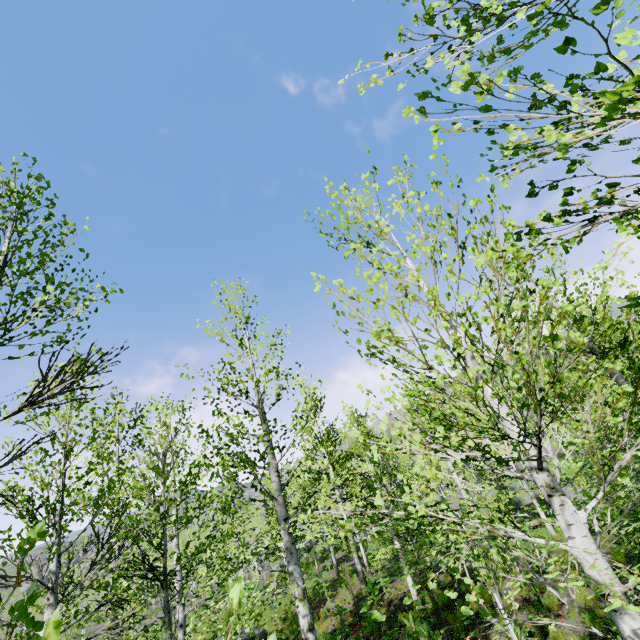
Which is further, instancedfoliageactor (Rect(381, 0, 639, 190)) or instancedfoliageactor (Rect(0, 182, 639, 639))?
instancedfoliageactor (Rect(0, 182, 639, 639))

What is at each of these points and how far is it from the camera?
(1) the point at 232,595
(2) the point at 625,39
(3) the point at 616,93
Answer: (1) instancedfoliageactor, 0.86m
(2) instancedfoliageactor, 0.80m
(3) instancedfoliageactor, 0.94m

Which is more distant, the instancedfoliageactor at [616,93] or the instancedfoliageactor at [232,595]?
the instancedfoliageactor at [232,595]
